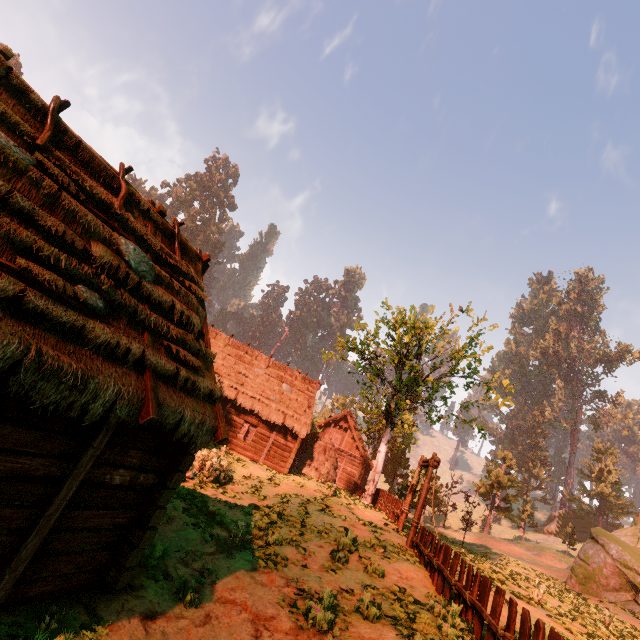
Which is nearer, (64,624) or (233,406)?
(64,624)

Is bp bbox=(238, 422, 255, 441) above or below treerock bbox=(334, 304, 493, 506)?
below

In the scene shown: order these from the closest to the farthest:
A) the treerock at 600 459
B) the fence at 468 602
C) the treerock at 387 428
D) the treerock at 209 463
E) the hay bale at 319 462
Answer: the fence at 468 602 → the treerock at 209 463 → the treerock at 387 428 → the hay bale at 319 462 → the treerock at 600 459

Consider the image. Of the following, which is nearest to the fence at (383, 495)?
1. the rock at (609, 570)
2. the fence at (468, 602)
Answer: the fence at (468, 602)

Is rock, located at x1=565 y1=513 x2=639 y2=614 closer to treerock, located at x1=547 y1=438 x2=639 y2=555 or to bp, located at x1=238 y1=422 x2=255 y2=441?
treerock, located at x1=547 y1=438 x2=639 y2=555

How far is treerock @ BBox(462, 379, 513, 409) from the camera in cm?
2309

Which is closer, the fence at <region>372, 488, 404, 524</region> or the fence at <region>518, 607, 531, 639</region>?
the fence at <region>518, 607, 531, 639</region>
